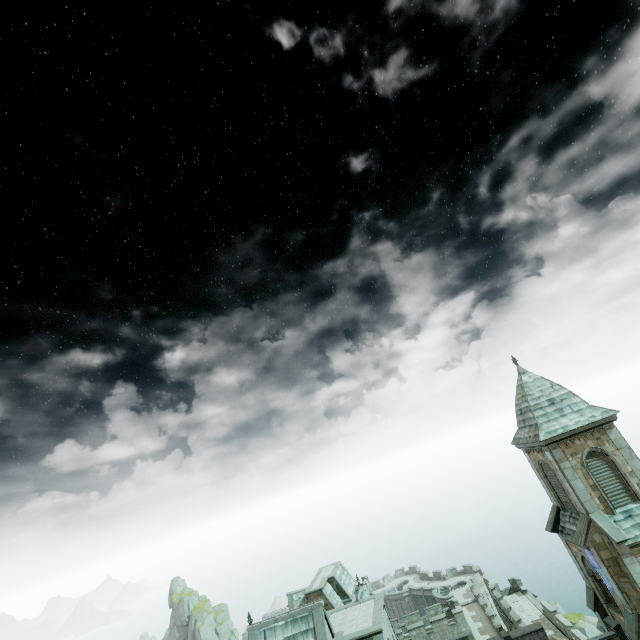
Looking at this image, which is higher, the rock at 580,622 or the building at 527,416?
the building at 527,416

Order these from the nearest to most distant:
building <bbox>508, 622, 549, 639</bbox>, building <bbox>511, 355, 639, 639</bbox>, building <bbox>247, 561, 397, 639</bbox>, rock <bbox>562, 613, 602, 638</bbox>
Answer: building <bbox>511, 355, 639, 639</bbox>, building <bbox>247, 561, 397, 639</bbox>, building <bbox>508, 622, 549, 639</bbox>, rock <bbox>562, 613, 602, 638</bbox>

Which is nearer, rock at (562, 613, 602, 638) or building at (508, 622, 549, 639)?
building at (508, 622, 549, 639)

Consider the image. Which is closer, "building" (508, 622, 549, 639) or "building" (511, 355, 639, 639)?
"building" (511, 355, 639, 639)

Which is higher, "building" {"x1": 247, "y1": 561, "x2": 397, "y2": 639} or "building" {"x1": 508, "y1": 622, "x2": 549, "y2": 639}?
"building" {"x1": 247, "y1": 561, "x2": 397, "y2": 639}

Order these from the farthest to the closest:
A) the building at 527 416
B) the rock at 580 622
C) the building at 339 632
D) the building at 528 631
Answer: the rock at 580 622, the building at 528 631, the building at 339 632, the building at 527 416

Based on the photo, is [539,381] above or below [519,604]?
above
